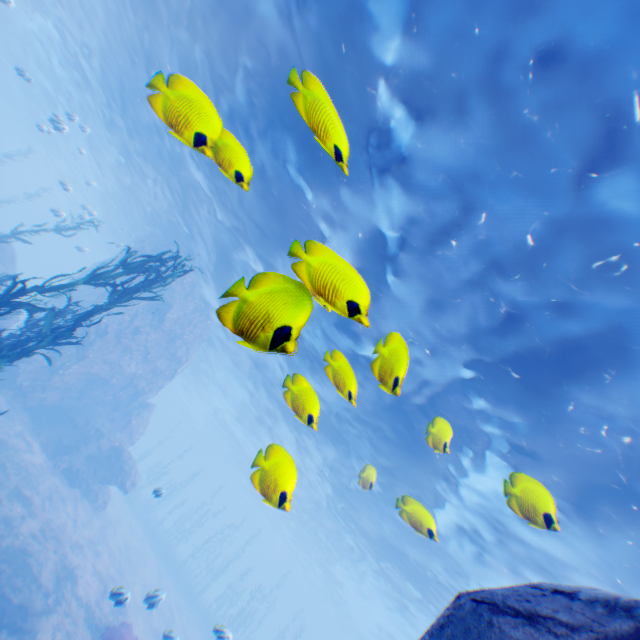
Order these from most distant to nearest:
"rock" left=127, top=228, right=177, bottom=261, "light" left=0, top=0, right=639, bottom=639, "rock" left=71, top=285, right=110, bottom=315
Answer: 1. "rock" left=127, top=228, right=177, bottom=261
2. "rock" left=71, top=285, right=110, bottom=315
3. "light" left=0, top=0, right=639, bottom=639

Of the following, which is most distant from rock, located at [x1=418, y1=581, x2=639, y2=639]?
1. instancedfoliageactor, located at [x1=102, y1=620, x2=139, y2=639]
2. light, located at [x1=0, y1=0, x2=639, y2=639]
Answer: instancedfoliageactor, located at [x1=102, y1=620, x2=139, y2=639]

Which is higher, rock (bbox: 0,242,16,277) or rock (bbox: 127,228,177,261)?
rock (bbox: 127,228,177,261)

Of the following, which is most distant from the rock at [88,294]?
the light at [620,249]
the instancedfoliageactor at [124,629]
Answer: the instancedfoliageactor at [124,629]

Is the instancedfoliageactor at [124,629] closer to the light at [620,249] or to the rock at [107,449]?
the rock at [107,449]

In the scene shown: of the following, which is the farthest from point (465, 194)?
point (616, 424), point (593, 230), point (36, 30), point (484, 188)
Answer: point (36, 30)

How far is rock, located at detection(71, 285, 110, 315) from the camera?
19.7m
